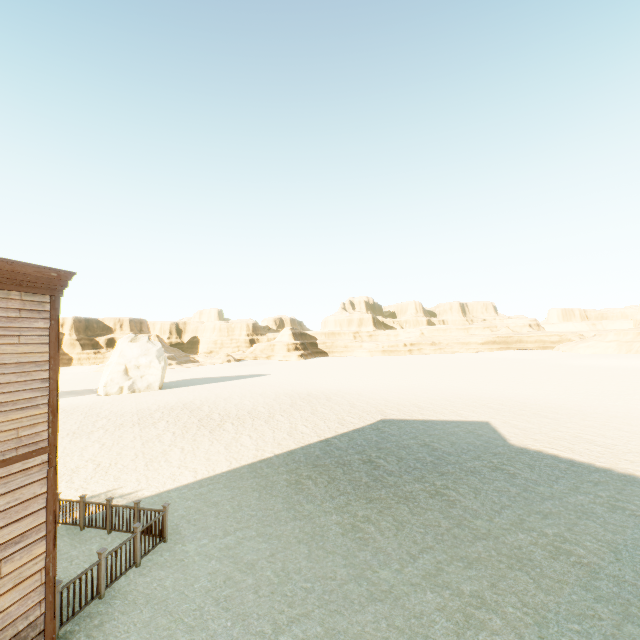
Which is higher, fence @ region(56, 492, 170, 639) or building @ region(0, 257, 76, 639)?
building @ region(0, 257, 76, 639)

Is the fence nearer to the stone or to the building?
the building

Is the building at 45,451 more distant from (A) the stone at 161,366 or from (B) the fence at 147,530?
(A) the stone at 161,366

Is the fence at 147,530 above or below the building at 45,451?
below

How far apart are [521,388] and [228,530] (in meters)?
32.04

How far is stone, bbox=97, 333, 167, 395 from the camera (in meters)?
37.75

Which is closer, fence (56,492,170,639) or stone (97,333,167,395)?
fence (56,492,170,639)
